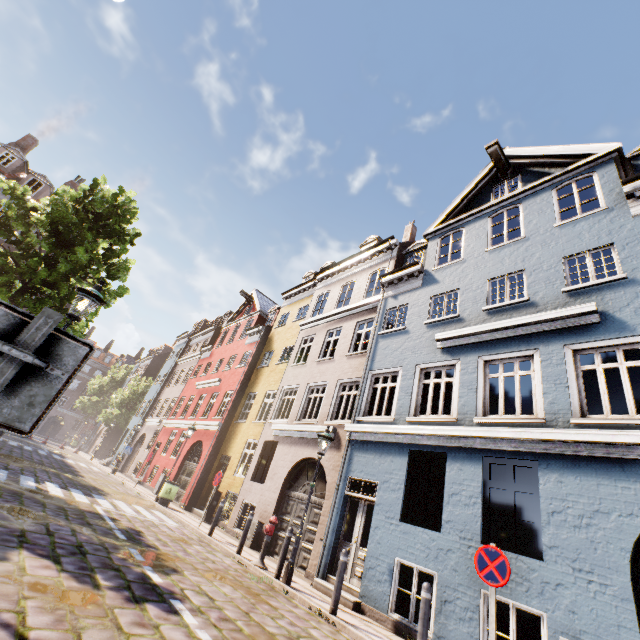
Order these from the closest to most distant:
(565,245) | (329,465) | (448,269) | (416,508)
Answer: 1. (565,245)
2. (329,465)
3. (448,269)
4. (416,508)

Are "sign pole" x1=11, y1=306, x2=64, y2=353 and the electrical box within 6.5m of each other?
no

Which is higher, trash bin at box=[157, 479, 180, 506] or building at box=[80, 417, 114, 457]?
building at box=[80, 417, 114, 457]

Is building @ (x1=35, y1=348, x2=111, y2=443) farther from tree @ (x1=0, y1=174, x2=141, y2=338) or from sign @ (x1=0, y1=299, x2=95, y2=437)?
sign @ (x1=0, y1=299, x2=95, y2=437)

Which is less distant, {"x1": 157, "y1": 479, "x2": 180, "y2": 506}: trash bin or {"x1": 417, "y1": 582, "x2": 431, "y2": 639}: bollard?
{"x1": 417, "y1": 582, "x2": 431, "y2": 639}: bollard

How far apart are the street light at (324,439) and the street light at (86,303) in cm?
642

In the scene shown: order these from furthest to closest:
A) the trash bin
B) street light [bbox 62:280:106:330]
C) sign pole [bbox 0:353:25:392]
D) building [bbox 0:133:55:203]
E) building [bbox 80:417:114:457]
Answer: building [bbox 80:417:114:457] → building [bbox 0:133:55:203] → the trash bin → street light [bbox 62:280:106:330] → sign pole [bbox 0:353:25:392]

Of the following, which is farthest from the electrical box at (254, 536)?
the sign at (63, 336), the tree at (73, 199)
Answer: the sign at (63, 336)
